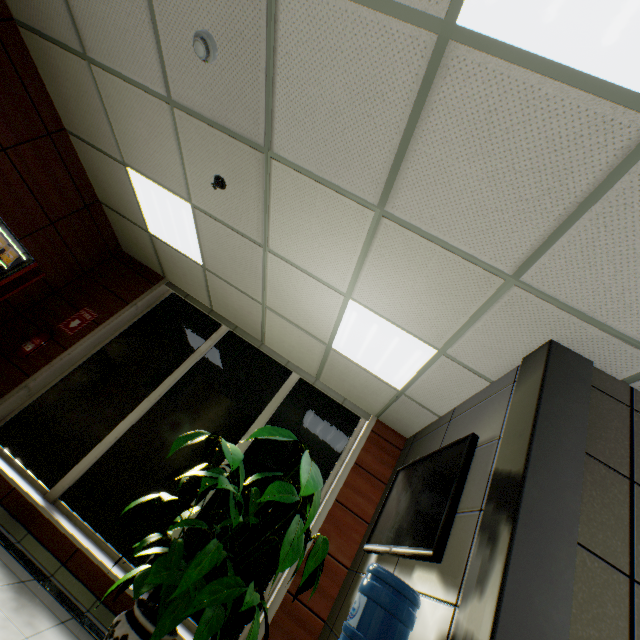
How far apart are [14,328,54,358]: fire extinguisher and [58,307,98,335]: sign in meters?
0.2

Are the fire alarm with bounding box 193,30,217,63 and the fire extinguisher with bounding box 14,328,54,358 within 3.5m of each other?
no

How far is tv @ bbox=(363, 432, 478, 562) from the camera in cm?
200

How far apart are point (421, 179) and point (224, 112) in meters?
1.6 m

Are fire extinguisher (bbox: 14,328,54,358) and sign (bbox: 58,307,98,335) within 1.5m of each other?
yes

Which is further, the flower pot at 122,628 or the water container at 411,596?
the flower pot at 122,628

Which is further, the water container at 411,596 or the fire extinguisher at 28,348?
the fire extinguisher at 28,348

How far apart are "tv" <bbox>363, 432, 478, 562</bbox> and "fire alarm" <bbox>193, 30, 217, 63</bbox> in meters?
3.2 m
